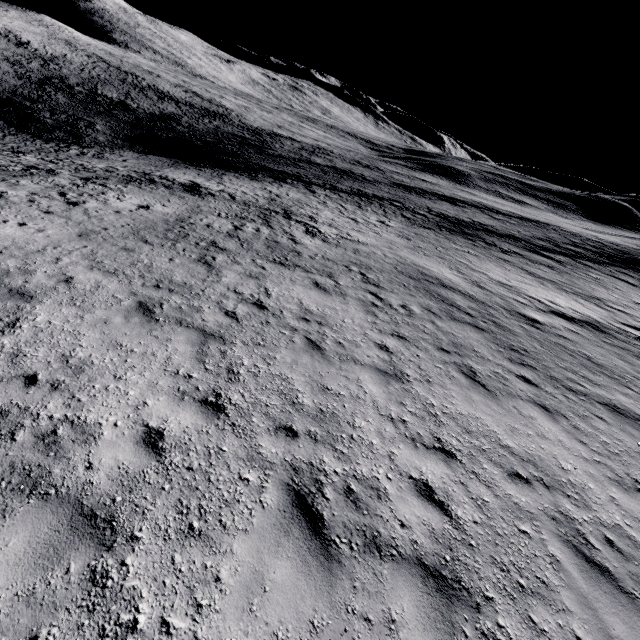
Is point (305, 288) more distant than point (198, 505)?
Yes
